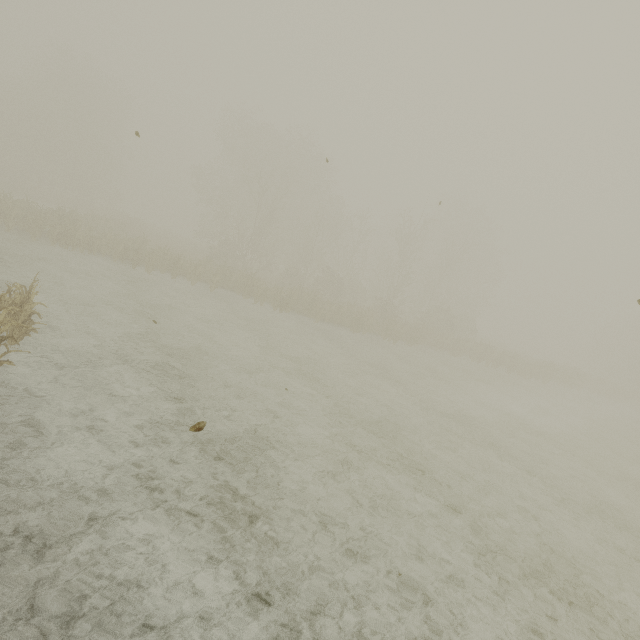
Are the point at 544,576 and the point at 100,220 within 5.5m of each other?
no
